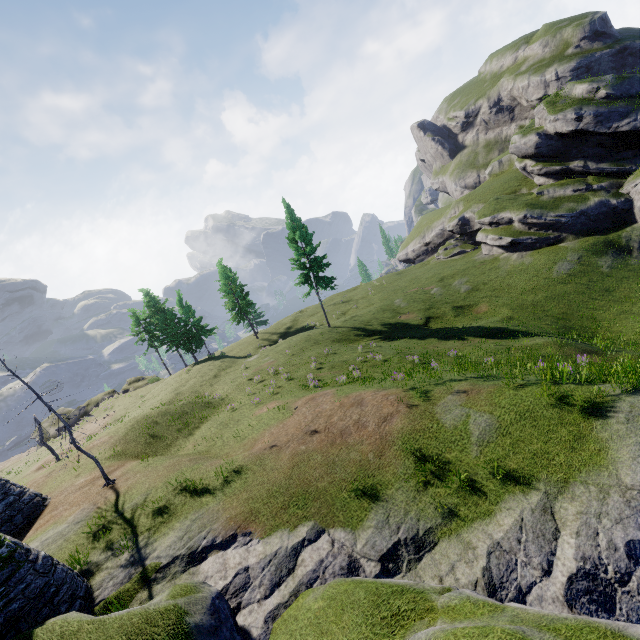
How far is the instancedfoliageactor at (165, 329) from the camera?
44.4m

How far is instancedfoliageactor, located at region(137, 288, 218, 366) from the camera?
44.4 meters

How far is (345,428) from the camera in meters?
14.1
